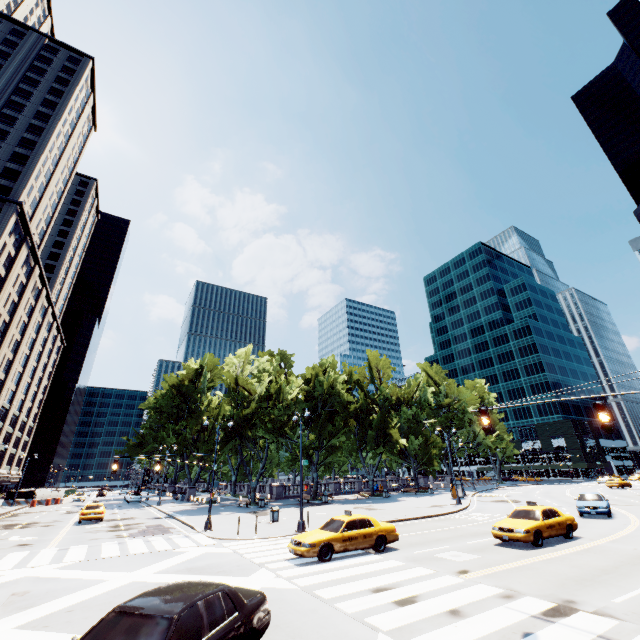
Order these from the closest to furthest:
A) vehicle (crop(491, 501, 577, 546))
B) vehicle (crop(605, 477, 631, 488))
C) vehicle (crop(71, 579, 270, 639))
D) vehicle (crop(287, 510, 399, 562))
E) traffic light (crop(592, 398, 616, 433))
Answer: vehicle (crop(71, 579, 270, 639)), traffic light (crop(592, 398, 616, 433)), vehicle (crop(287, 510, 399, 562)), vehicle (crop(491, 501, 577, 546)), vehicle (crop(605, 477, 631, 488))

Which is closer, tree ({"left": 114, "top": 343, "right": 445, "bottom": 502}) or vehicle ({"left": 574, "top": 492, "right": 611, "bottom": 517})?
vehicle ({"left": 574, "top": 492, "right": 611, "bottom": 517})

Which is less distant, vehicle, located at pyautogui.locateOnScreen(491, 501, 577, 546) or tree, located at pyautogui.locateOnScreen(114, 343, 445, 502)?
vehicle, located at pyautogui.locateOnScreen(491, 501, 577, 546)

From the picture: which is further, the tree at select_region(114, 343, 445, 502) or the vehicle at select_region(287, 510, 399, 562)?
the tree at select_region(114, 343, 445, 502)

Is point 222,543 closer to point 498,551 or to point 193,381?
point 498,551

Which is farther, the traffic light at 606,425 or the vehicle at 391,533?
the vehicle at 391,533

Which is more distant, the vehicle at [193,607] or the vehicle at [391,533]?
the vehicle at [391,533]

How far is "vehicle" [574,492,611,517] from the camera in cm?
2216
